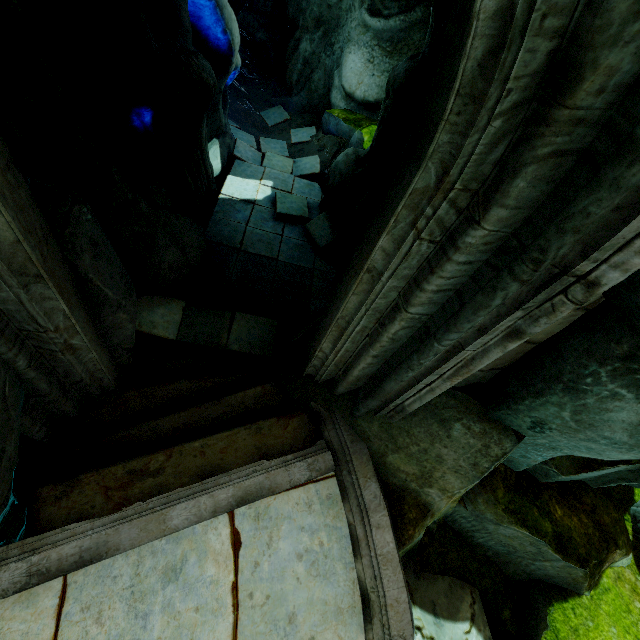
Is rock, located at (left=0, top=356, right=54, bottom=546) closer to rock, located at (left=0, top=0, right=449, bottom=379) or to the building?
the building

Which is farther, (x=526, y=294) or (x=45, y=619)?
(x=45, y=619)

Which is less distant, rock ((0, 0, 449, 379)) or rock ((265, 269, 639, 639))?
rock ((265, 269, 639, 639))

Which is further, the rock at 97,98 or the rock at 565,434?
the rock at 97,98

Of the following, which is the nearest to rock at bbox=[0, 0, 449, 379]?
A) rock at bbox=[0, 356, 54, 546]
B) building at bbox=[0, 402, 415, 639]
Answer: building at bbox=[0, 402, 415, 639]

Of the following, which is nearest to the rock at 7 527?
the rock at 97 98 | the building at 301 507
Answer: the building at 301 507
